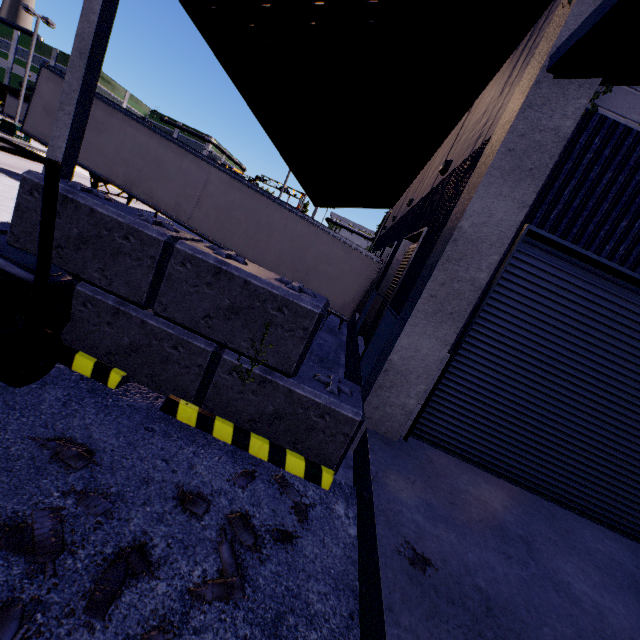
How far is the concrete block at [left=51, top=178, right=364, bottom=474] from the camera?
3.8m

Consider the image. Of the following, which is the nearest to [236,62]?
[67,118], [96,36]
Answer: [96,36]

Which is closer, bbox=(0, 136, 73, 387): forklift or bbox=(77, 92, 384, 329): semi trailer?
bbox=(0, 136, 73, 387): forklift

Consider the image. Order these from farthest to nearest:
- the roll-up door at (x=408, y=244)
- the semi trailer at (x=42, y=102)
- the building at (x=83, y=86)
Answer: the semi trailer at (x=42, y=102) < the roll-up door at (x=408, y=244) < the building at (x=83, y=86)

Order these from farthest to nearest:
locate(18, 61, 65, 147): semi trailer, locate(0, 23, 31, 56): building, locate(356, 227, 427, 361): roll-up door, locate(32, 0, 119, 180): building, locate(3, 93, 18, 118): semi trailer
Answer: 1. locate(0, 23, 31, 56): building
2. locate(3, 93, 18, 118): semi trailer
3. locate(18, 61, 65, 147): semi trailer
4. locate(356, 227, 427, 361): roll-up door
5. locate(32, 0, 119, 180): building

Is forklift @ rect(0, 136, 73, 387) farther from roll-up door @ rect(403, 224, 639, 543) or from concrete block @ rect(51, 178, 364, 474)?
roll-up door @ rect(403, 224, 639, 543)

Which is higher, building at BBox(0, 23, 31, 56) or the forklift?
building at BBox(0, 23, 31, 56)

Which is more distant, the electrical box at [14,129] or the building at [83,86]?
the electrical box at [14,129]
